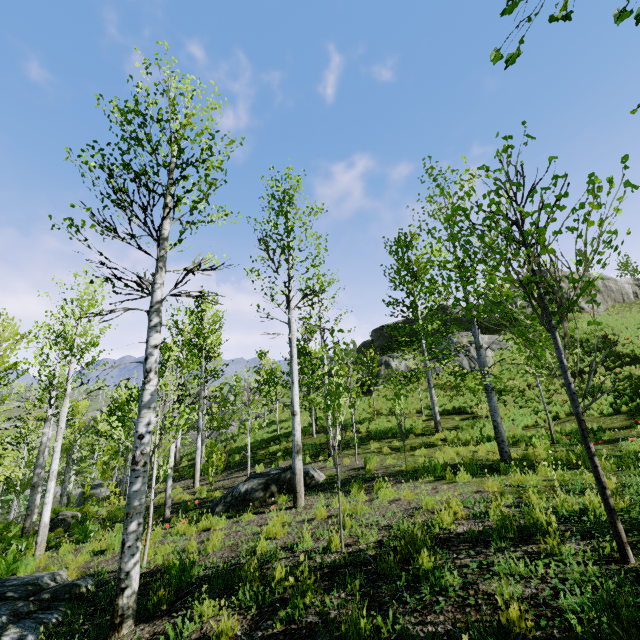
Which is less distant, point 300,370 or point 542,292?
point 542,292

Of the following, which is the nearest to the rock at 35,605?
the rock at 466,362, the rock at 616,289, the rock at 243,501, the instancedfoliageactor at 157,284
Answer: the instancedfoliageactor at 157,284

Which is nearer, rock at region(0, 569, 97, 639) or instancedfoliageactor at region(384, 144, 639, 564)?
instancedfoliageactor at region(384, 144, 639, 564)

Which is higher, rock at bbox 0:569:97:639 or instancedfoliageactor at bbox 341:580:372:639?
instancedfoliageactor at bbox 341:580:372:639

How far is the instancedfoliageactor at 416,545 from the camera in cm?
333

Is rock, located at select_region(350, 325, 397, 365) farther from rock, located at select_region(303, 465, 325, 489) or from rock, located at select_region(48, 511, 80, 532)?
rock, located at select_region(48, 511, 80, 532)

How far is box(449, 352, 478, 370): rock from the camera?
25.4m

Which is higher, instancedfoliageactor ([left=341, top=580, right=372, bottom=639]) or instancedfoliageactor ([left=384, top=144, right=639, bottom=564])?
instancedfoliageactor ([left=384, top=144, right=639, bottom=564])
